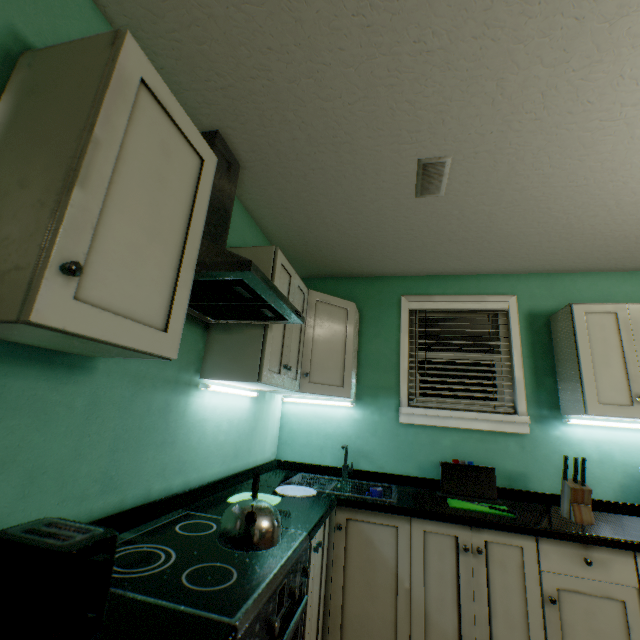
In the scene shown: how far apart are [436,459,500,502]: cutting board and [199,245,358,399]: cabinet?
0.7 meters

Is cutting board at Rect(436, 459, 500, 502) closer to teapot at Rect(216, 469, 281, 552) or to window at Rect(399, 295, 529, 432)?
window at Rect(399, 295, 529, 432)

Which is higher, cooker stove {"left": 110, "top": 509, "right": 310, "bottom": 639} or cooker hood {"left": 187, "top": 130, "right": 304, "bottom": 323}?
cooker hood {"left": 187, "top": 130, "right": 304, "bottom": 323}

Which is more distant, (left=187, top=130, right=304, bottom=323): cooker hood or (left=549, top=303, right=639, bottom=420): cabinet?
(left=549, top=303, right=639, bottom=420): cabinet

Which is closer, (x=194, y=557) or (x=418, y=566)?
(x=194, y=557)

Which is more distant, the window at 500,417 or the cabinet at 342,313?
the window at 500,417

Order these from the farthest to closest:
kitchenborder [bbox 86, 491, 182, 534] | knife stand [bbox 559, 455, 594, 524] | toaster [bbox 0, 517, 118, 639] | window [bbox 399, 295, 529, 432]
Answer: window [bbox 399, 295, 529, 432]
knife stand [bbox 559, 455, 594, 524]
kitchenborder [bbox 86, 491, 182, 534]
toaster [bbox 0, 517, 118, 639]

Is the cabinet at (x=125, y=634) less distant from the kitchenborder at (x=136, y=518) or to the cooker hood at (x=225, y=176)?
the kitchenborder at (x=136, y=518)
